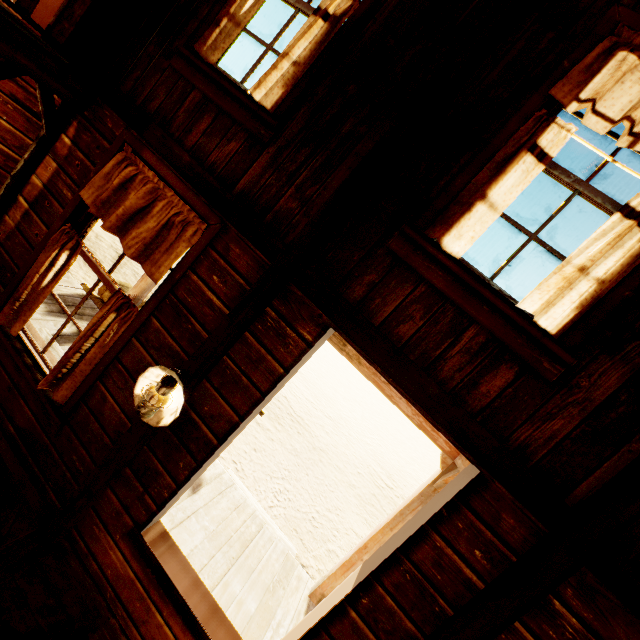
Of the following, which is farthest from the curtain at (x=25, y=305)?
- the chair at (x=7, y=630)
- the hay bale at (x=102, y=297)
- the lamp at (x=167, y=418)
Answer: the hay bale at (x=102, y=297)

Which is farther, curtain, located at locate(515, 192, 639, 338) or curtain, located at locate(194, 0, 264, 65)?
curtain, located at locate(194, 0, 264, 65)

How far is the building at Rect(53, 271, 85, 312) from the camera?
5.26m

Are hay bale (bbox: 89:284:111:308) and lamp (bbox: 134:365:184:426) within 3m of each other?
no

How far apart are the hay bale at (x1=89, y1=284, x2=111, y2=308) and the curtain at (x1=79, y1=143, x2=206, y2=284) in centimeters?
337cm

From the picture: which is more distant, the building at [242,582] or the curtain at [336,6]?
the curtain at [336,6]

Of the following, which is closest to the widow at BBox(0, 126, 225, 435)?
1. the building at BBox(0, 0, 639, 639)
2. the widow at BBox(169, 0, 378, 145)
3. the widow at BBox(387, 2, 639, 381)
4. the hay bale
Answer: the building at BBox(0, 0, 639, 639)

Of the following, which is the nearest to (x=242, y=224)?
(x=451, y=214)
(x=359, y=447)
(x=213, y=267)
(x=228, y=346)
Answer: (x=213, y=267)
